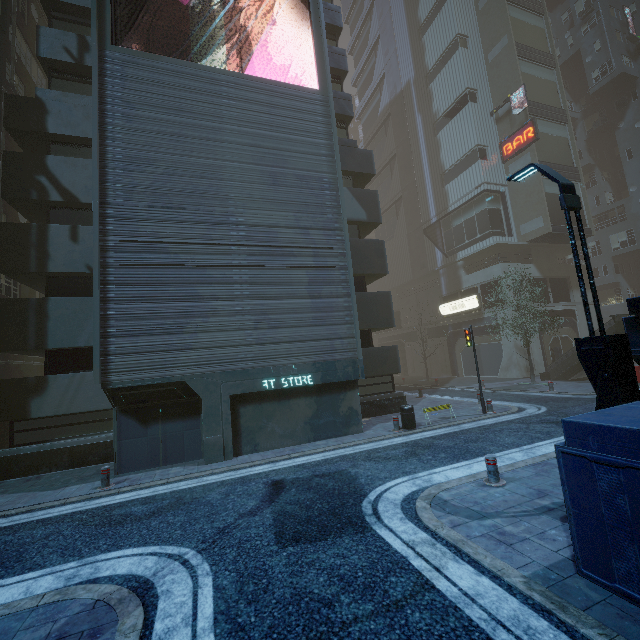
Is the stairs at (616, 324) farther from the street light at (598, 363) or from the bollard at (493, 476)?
the bollard at (493, 476)

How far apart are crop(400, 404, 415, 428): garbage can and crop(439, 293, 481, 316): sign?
20.6 meters

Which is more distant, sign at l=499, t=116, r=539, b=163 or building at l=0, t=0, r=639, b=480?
sign at l=499, t=116, r=539, b=163

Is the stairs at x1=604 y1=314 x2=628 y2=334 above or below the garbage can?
above

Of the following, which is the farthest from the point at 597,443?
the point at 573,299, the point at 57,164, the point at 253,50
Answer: the point at 253,50

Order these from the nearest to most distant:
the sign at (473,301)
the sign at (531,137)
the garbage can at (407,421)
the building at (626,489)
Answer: the building at (626,489), the garbage can at (407,421), the sign at (531,137), the sign at (473,301)

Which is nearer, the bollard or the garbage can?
the bollard

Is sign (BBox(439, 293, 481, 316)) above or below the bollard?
above
